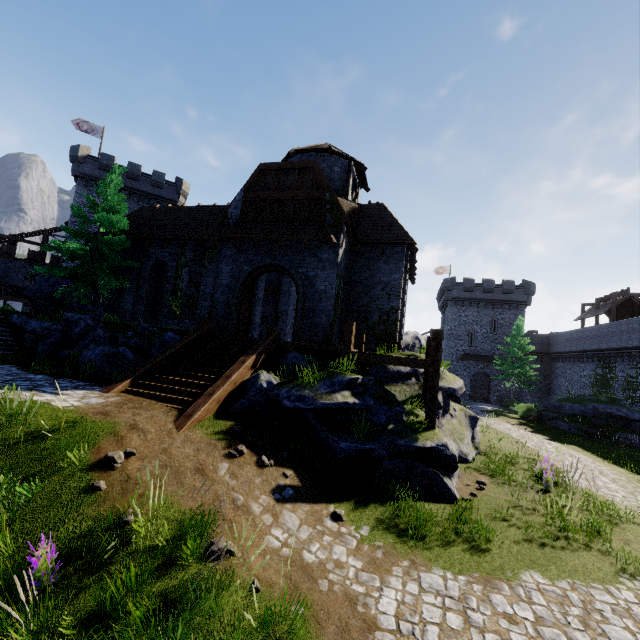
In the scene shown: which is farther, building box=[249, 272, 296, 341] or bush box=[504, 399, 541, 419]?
bush box=[504, 399, 541, 419]

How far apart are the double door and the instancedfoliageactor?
8.54m

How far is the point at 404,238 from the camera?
16.7m

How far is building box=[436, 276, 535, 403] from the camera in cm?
4391

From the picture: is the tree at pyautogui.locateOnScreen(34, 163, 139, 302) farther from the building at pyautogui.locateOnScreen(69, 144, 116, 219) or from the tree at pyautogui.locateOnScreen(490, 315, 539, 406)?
the tree at pyautogui.locateOnScreen(490, 315, 539, 406)

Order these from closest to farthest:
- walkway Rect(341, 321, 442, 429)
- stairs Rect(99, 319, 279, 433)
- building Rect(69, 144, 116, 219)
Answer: stairs Rect(99, 319, 279, 433)
walkway Rect(341, 321, 442, 429)
building Rect(69, 144, 116, 219)

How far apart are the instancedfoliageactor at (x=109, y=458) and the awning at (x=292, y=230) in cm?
1016

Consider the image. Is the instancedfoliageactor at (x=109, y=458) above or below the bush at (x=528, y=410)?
above
